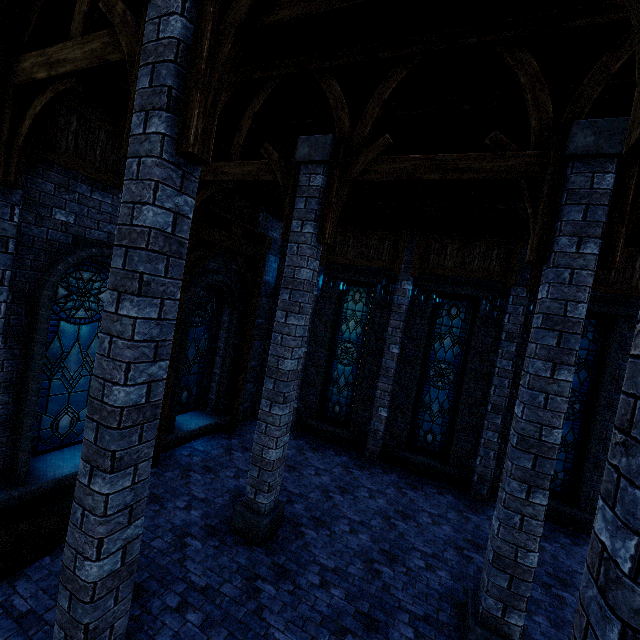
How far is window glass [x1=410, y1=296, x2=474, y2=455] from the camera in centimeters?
937cm

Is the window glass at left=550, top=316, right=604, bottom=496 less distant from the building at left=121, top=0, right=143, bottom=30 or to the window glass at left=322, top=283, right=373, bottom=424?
the building at left=121, top=0, right=143, bottom=30

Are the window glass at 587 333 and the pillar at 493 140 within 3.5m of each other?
no

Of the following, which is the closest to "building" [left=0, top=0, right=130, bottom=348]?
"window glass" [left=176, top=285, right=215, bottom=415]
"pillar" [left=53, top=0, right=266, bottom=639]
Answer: "pillar" [left=53, top=0, right=266, bottom=639]

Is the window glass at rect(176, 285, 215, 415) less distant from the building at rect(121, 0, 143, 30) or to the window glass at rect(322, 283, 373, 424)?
the building at rect(121, 0, 143, 30)

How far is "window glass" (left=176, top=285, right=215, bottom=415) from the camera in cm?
892

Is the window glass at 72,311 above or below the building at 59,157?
below

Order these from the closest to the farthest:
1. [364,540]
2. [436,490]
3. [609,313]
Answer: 1. [364,540]
2. [609,313]
3. [436,490]
